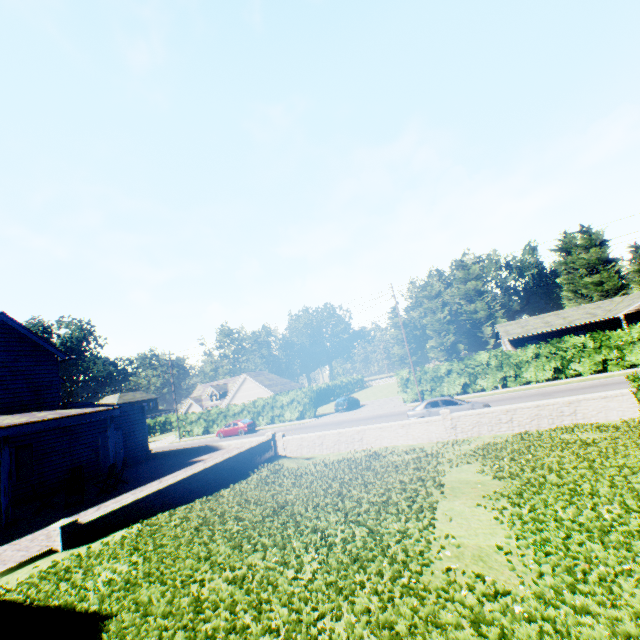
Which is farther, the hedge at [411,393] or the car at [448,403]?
the hedge at [411,393]

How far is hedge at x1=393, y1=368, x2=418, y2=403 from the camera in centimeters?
3212cm

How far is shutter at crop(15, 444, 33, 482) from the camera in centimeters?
1547cm

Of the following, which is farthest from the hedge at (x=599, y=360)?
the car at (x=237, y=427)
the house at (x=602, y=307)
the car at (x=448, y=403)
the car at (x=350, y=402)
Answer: the car at (x=237, y=427)

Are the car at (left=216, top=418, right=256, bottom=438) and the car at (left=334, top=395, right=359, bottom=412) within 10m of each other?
yes

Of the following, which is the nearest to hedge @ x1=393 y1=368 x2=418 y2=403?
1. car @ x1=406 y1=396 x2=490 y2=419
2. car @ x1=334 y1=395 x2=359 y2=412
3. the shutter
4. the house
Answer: car @ x1=406 y1=396 x2=490 y2=419

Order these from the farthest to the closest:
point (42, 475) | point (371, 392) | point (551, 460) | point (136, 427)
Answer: point (371, 392) < point (136, 427) < point (42, 475) < point (551, 460)

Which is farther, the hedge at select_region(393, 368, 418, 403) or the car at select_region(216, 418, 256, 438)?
the car at select_region(216, 418, 256, 438)
